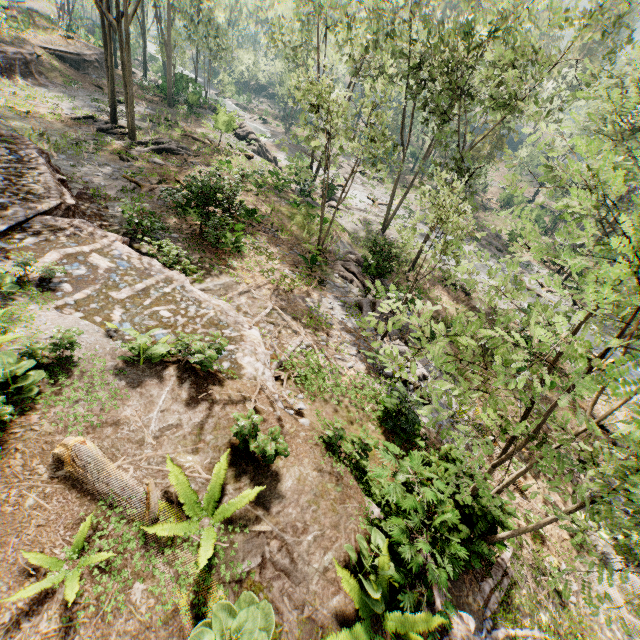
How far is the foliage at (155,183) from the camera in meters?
16.7

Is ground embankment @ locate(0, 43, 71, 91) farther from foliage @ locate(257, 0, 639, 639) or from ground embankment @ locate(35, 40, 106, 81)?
foliage @ locate(257, 0, 639, 639)

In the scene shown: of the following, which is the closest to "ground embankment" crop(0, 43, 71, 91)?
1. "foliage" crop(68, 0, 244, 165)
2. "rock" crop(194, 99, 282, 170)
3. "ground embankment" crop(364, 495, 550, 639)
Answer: "rock" crop(194, 99, 282, 170)

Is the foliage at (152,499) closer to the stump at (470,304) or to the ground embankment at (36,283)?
the ground embankment at (36,283)

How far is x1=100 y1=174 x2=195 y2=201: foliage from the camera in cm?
1673

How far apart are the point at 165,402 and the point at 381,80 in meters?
15.9

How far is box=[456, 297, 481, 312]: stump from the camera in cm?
2220

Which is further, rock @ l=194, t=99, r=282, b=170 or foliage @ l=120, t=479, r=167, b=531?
rock @ l=194, t=99, r=282, b=170
